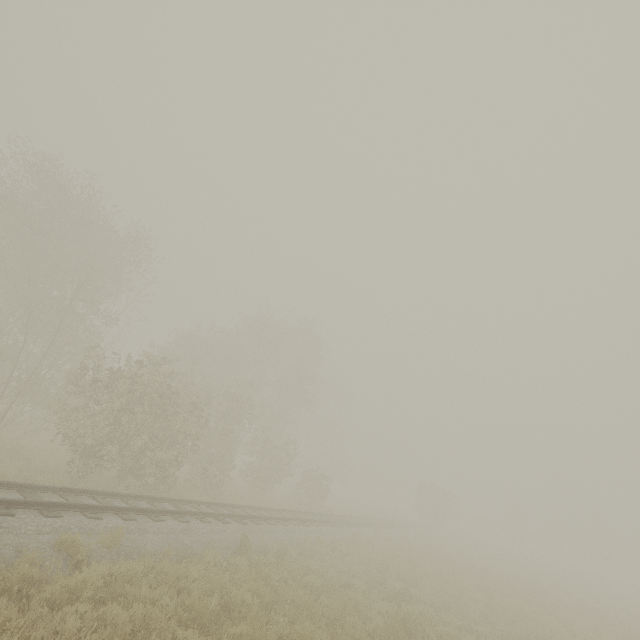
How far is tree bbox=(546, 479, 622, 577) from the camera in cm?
5366

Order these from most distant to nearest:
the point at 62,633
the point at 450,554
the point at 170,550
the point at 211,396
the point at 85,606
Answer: the point at 450,554
the point at 211,396
the point at 170,550
the point at 85,606
the point at 62,633

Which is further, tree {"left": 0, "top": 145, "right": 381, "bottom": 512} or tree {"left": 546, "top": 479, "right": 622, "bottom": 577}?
tree {"left": 546, "top": 479, "right": 622, "bottom": 577}

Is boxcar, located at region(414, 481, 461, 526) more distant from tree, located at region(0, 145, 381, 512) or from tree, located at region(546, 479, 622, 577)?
tree, located at region(0, 145, 381, 512)

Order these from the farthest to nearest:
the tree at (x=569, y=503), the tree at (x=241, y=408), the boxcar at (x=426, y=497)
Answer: the tree at (x=569, y=503)
the boxcar at (x=426, y=497)
the tree at (x=241, y=408)

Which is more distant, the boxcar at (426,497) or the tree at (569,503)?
the tree at (569,503)

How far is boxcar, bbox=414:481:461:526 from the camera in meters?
40.4 m

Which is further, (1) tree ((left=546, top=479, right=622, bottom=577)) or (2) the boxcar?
(1) tree ((left=546, top=479, right=622, bottom=577))
